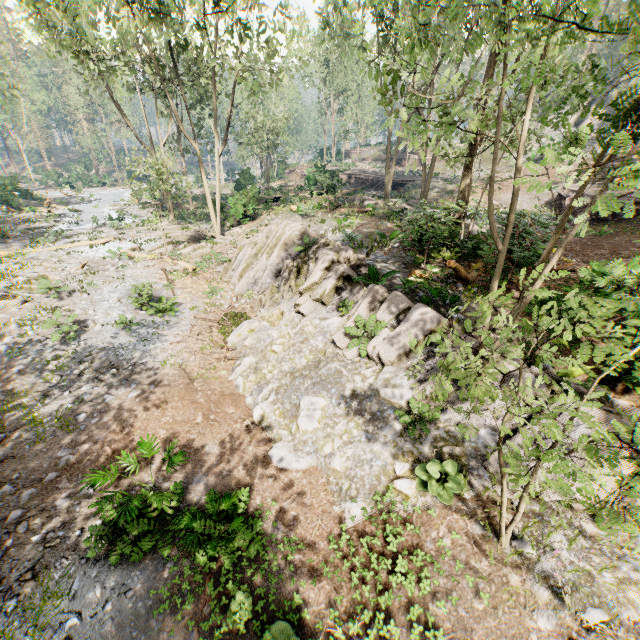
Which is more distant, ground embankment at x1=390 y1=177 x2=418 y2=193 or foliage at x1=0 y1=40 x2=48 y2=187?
ground embankment at x1=390 y1=177 x2=418 y2=193

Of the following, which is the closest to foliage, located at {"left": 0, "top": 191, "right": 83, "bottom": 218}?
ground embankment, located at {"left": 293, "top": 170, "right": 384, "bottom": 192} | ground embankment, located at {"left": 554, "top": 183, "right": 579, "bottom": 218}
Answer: ground embankment, located at {"left": 293, "top": 170, "right": 384, "bottom": 192}

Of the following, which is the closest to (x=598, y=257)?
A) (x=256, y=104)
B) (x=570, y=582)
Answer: (x=570, y=582)

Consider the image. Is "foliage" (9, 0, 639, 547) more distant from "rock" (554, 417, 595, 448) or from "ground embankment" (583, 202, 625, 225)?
"ground embankment" (583, 202, 625, 225)

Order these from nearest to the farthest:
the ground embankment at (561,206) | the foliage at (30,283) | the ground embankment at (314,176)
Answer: the foliage at (30,283), the ground embankment at (561,206), the ground embankment at (314,176)

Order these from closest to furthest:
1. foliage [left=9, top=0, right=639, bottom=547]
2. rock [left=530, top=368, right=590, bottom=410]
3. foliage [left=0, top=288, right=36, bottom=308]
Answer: foliage [left=9, top=0, right=639, bottom=547]
rock [left=530, top=368, right=590, bottom=410]
foliage [left=0, top=288, right=36, bottom=308]

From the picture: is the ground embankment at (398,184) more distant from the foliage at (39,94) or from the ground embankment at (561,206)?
the ground embankment at (561,206)

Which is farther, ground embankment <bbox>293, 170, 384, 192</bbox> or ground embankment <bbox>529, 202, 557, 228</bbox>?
ground embankment <bbox>293, 170, 384, 192</bbox>
